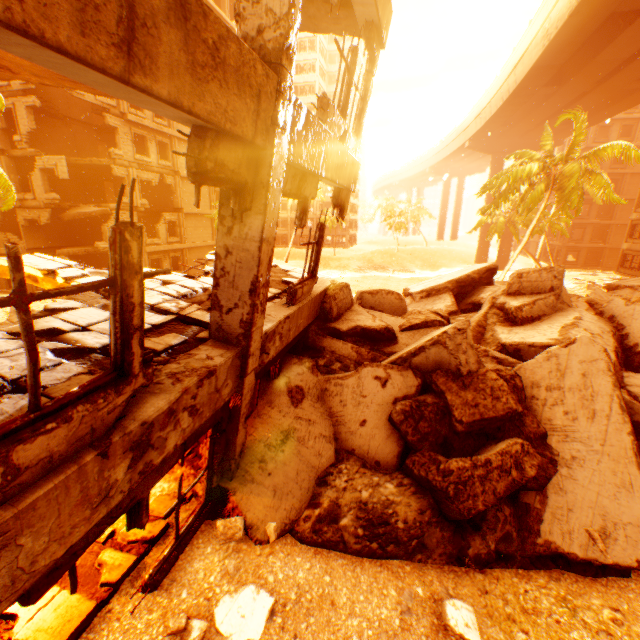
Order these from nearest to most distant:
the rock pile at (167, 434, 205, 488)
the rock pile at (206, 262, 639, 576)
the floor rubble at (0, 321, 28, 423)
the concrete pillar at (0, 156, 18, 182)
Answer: the floor rubble at (0, 321, 28, 423) < the rock pile at (206, 262, 639, 576) < the rock pile at (167, 434, 205, 488) < the concrete pillar at (0, 156, 18, 182)

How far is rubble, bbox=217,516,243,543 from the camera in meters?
4.4

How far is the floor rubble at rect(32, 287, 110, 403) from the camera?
3.0 meters

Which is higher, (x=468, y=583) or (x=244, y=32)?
(x=244, y=32)

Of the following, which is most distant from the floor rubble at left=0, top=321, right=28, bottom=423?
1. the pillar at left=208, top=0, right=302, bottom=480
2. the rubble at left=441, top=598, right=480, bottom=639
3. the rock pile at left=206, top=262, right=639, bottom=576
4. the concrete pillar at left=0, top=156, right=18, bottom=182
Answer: the concrete pillar at left=0, top=156, right=18, bottom=182

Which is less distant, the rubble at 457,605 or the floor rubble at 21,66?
the floor rubble at 21,66

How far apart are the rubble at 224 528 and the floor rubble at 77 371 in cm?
251

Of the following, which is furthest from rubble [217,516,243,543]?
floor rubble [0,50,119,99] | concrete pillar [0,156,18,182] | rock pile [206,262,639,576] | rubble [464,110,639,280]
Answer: concrete pillar [0,156,18,182]
